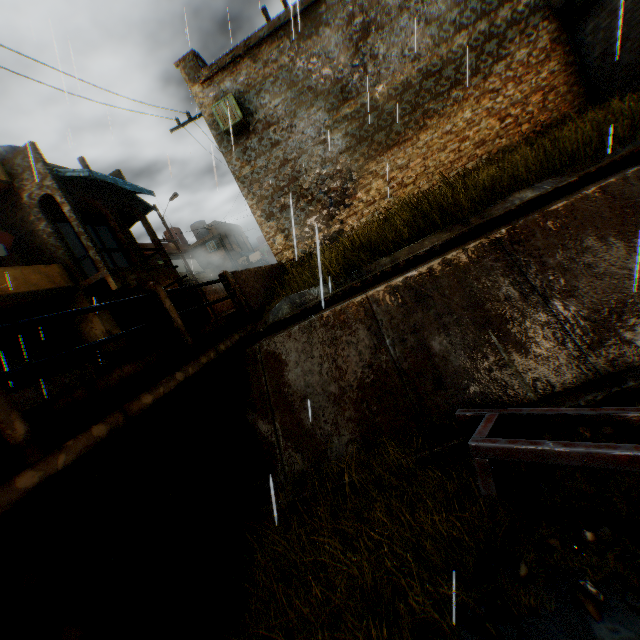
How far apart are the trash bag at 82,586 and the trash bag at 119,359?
8.9 meters

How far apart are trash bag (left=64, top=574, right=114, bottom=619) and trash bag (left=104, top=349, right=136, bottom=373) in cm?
886

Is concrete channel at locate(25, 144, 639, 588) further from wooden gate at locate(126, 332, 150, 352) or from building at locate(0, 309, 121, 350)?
wooden gate at locate(126, 332, 150, 352)

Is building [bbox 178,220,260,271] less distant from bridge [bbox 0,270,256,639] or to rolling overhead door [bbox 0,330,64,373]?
rolling overhead door [bbox 0,330,64,373]

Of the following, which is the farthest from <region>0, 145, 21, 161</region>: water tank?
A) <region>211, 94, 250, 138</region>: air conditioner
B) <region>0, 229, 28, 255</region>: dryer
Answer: → <region>211, 94, 250, 138</region>: air conditioner

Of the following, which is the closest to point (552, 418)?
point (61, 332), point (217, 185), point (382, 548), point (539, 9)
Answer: point (382, 548)

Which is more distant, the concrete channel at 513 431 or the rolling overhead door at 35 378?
the rolling overhead door at 35 378

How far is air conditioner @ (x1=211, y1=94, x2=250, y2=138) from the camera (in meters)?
10.12
